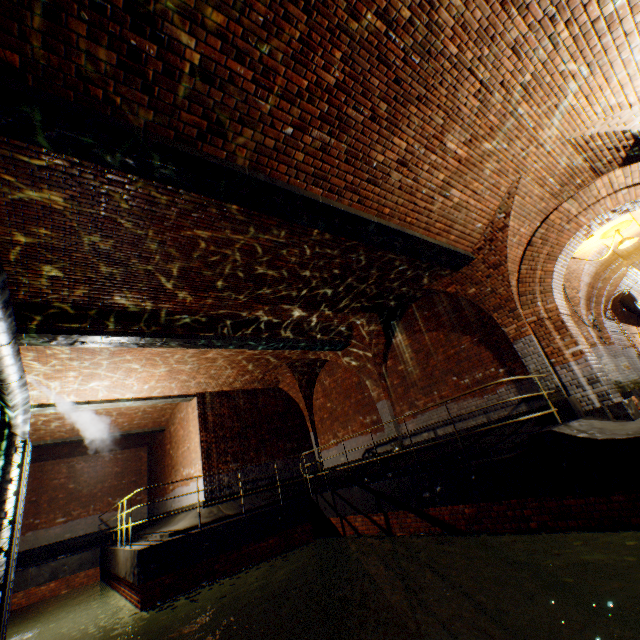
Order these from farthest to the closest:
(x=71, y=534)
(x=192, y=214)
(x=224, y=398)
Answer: (x=71, y=534) < (x=224, y=398) < (x=192, y=214)

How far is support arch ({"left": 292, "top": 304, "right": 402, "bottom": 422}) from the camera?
10.48m

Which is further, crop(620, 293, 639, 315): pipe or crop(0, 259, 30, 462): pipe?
crop(620, 293, 639, 315): pipe

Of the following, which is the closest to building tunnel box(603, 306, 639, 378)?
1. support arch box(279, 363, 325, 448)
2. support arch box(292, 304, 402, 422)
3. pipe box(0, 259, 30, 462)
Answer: support arch box(292, 304, 402, 422)

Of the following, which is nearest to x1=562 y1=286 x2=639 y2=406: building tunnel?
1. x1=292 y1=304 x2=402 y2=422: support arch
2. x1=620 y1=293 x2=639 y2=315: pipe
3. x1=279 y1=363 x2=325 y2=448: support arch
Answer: x1=620 y1=293 x2=639 y2=315: pipe

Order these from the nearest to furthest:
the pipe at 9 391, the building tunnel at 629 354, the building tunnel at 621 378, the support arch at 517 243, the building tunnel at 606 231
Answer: the pipe at 9 391 < the support arch at 517 243 < the building tunnel at 606 231 < the building tunnel at 621 378 < the building tunnel at 629 354

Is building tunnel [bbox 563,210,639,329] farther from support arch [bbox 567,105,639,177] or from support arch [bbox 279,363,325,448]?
support arch [bbox 279,363,325,448]

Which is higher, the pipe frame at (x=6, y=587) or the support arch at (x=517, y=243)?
the support arch at (x=517, y=243)
